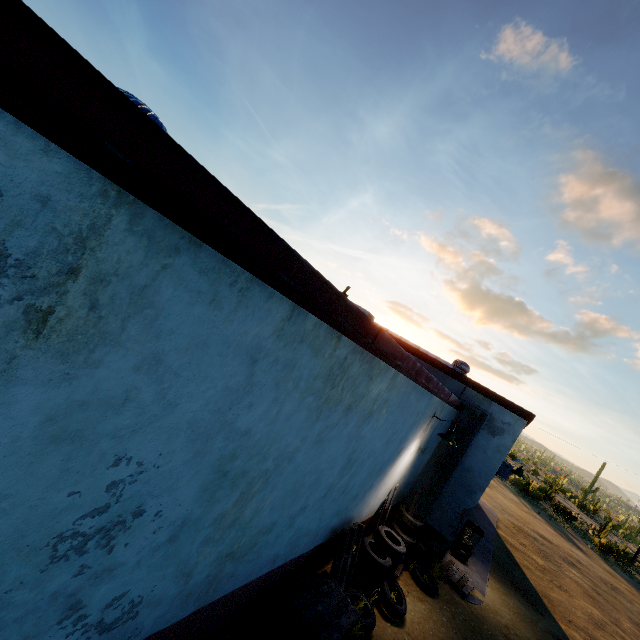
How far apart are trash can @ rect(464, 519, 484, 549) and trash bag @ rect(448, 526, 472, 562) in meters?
0.0

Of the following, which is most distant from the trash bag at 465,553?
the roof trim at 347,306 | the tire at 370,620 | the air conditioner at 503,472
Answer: the tire at 370,620

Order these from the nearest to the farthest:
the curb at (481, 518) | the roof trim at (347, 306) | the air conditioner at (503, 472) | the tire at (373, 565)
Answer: the roof trim at (347, 306) → the tire at (373, 565) → the curb at (481, 518) → the air conditioner at (503, 472)

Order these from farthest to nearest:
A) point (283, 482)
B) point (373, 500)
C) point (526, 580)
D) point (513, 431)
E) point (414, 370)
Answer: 1. point (526, 580)
2. point (513, 431)
3. point (373, 500)
4. point (414, 370)
5. point (283, 482)

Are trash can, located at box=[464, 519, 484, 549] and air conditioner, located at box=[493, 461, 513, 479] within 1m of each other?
no

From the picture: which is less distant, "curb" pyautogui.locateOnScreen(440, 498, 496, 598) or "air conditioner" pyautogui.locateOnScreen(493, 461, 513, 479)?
"curb" pyautogui.locateOnScreen(440, 498, 496, 598)

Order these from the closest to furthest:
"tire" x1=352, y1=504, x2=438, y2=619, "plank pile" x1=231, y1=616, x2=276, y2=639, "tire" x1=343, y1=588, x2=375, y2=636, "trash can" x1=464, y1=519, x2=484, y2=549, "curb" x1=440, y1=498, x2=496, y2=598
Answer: "plank pile" x1=231, y1=616, x2=276, y2=639
"tire" x1=343, y1=588, x2=375, y2=636
"tire" x1=352, y1=504, x2=438, y2=619
"curb" x1=440, y1=498, x2=496, y2=598
"trash can" x1=464, y1=519, x2=484, y2=549

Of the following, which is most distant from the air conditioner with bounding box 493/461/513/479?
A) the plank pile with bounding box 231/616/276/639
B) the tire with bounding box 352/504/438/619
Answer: the plank pile with bounding box 231/616/276/639
